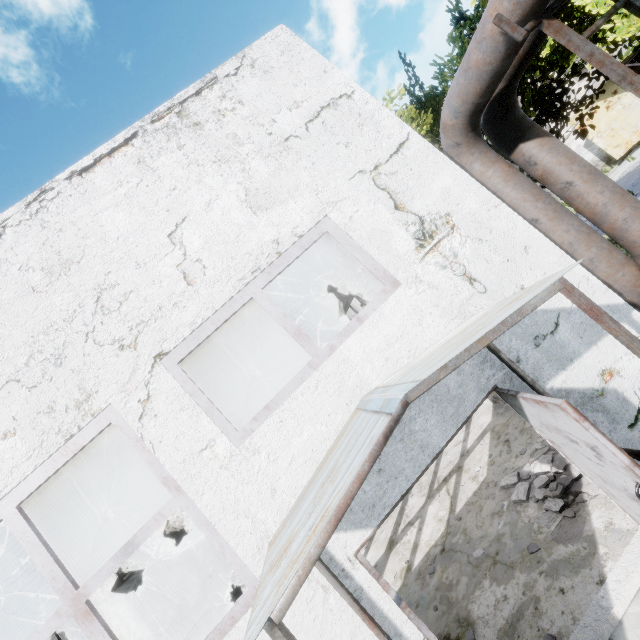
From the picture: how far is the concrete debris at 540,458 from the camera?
4.2m

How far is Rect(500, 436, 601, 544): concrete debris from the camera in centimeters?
425cm

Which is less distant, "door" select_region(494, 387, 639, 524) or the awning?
the awning

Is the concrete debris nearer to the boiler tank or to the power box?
the power box

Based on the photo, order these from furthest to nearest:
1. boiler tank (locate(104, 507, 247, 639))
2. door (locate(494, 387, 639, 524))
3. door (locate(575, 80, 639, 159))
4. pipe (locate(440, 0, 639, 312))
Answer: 1. door (locate(575, 80, 639, 159))
2. boiler tank (locate(104, 507, 247, 639))
3. pipe (locate(440, 0, 639, 312))
4. door (locate(494, 387, 639, 524))

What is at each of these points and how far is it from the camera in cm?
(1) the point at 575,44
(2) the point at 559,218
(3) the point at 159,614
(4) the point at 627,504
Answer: (1) pipe holder, 338
(2) pipe, 478
(3) boiler tank, 847
(4) door, 317

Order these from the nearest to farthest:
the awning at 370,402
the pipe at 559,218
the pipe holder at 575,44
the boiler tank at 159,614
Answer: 1. the awning at 370,402
2. the pipe holder at 575,44
3. the pipe at 559,218
4. the boiler tank at 159,614

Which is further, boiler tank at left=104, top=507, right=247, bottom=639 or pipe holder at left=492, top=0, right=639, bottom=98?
boiler tank at left=104, top=507, right=247, bottom=639
